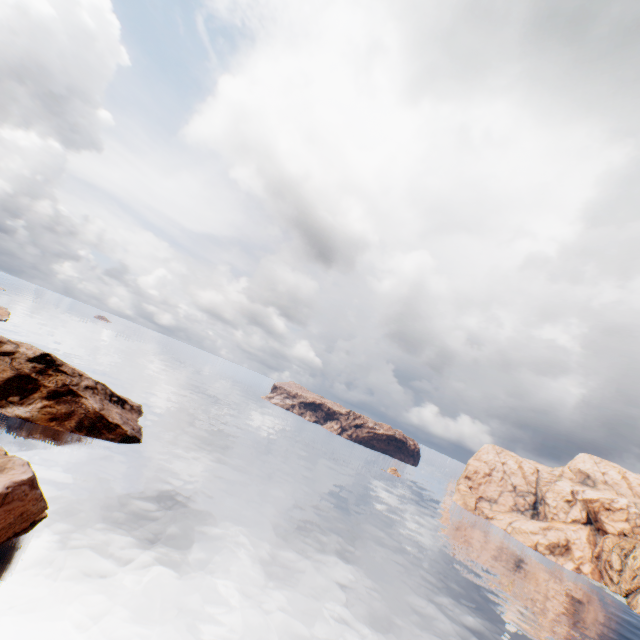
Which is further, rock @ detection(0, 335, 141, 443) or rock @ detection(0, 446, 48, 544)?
rock @ detection(0, 335, 141, 443)

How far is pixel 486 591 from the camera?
59.0 meters

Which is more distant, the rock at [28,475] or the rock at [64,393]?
the rock at [64,393]
